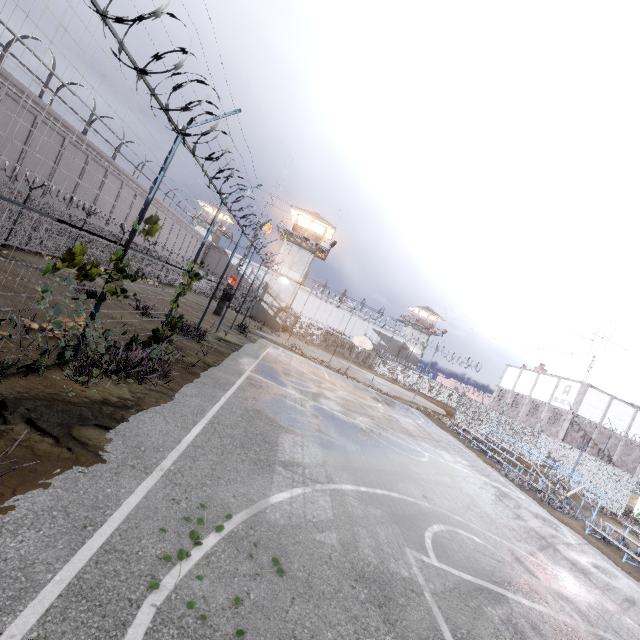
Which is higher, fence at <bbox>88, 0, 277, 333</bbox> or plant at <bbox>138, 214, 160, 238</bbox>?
Result: plant at <bbox>138, 214, 160, 238</bbox>

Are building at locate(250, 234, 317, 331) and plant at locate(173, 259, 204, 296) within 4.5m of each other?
no

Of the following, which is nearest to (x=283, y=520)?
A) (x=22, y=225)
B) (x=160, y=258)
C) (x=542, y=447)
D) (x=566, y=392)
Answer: (x=22, y=225)

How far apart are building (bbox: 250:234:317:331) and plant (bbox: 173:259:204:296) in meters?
28.5

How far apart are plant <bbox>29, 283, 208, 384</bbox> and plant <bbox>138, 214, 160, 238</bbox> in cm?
267

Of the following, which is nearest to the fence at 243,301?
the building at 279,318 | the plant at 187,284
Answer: the plant at 187,284

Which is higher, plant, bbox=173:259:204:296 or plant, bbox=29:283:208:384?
plant, bbox=173:259:204:296

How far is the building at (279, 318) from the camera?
39.8 meters
